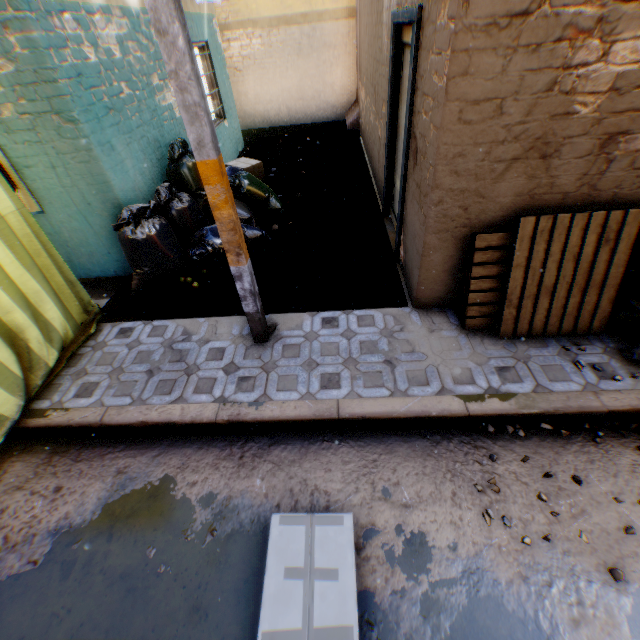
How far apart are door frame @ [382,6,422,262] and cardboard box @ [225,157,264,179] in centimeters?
341cm

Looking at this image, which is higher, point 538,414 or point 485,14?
point 485,14

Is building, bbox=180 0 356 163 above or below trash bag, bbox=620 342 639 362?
above

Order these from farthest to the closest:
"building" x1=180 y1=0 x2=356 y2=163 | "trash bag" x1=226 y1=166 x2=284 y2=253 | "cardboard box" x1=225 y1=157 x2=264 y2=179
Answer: "building" x1=180 y1=0 x2=356 y2=163 → "cardboard box" x1=225 y1=157 x2=264 y2=179 → "trash bag" x1=226 y1=166 x2=284 y2=253

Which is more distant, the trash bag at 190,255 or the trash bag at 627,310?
the trash bag at 190,255

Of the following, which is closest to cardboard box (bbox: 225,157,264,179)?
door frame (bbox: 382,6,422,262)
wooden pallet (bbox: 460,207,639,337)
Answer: door frame (bbox: 382,6,422,262)

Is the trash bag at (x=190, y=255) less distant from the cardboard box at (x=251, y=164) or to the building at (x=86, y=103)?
the building at (x=86, y=103)

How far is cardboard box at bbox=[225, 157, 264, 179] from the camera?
7.20m
